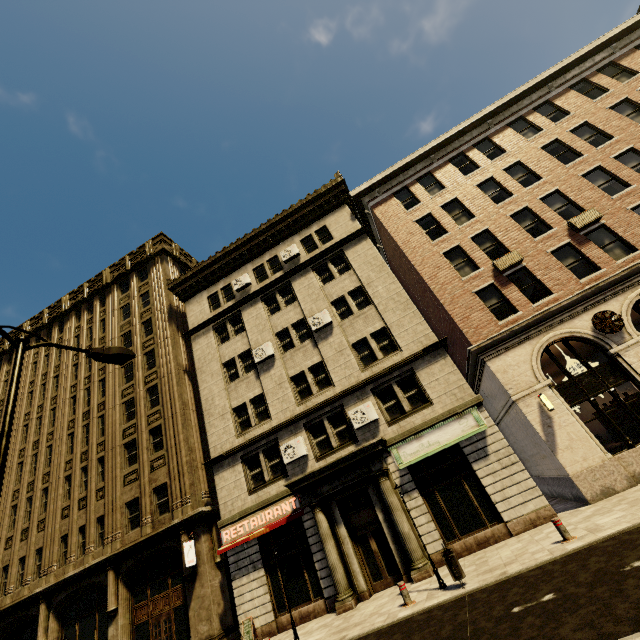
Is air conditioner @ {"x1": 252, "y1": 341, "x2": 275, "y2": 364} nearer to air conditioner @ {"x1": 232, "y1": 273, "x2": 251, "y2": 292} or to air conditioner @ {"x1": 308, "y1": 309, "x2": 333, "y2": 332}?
air conditioner @ {"x1": 308, "y1": 309, "x2": 333, "y2": 332}

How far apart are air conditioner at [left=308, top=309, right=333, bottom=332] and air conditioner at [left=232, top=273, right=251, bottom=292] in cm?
575

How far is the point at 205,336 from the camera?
22.08m

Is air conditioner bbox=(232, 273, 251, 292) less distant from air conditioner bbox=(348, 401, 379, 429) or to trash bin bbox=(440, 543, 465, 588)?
air conditioner bbox=(348, 401, 379, 429)

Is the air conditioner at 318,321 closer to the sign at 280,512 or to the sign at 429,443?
the sign at 429,443

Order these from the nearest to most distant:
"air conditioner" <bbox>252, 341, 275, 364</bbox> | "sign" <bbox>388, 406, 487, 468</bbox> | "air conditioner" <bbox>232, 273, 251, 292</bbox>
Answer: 1. "sign" <bbox>388, 406, 487, 468</bbox>
2. "air conditioner" <bbox>252, 341, 275, 364</bbox>
3. "air conditioner" <bbox>232, 273, 251, 292</bbox>

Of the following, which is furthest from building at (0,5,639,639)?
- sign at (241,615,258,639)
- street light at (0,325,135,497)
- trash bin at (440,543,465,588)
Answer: street light at (0,325,135,497)

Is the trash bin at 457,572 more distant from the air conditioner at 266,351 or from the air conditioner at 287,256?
the air conditioner at 287,256
